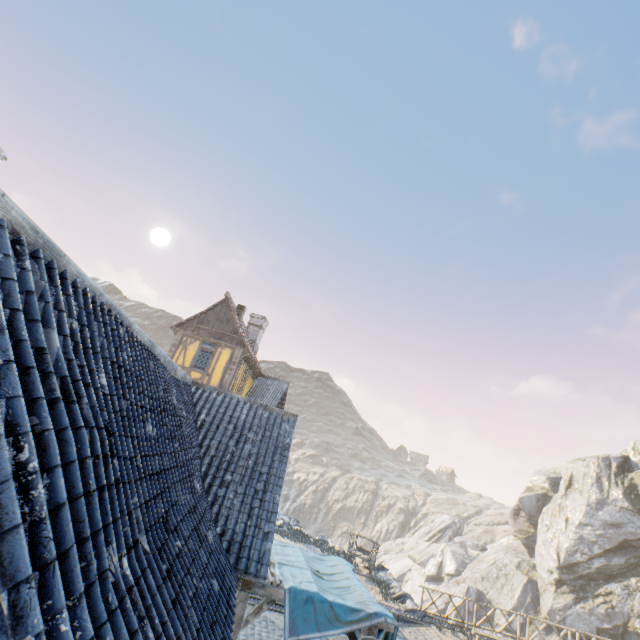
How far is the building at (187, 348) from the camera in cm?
1820

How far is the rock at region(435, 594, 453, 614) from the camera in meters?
32.2 m

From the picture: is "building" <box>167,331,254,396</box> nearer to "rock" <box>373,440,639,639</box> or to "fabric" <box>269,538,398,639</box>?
"rock" <box>373,440,639,639</box>

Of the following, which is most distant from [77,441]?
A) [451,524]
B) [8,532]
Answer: [451,524]

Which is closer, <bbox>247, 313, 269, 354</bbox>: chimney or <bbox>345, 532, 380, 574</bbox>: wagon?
<bbox>345, 532, 380, 574</bbox>: wagon

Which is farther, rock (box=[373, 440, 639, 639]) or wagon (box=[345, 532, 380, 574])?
rock (box=[373, 440, 639, 639])

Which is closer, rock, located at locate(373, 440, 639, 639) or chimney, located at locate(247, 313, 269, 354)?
rock, located at locate(373, 440, 639, 639)

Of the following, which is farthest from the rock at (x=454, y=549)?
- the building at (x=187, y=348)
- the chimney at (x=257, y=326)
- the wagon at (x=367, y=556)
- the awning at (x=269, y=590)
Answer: the chimney at (x=257, y=326)
